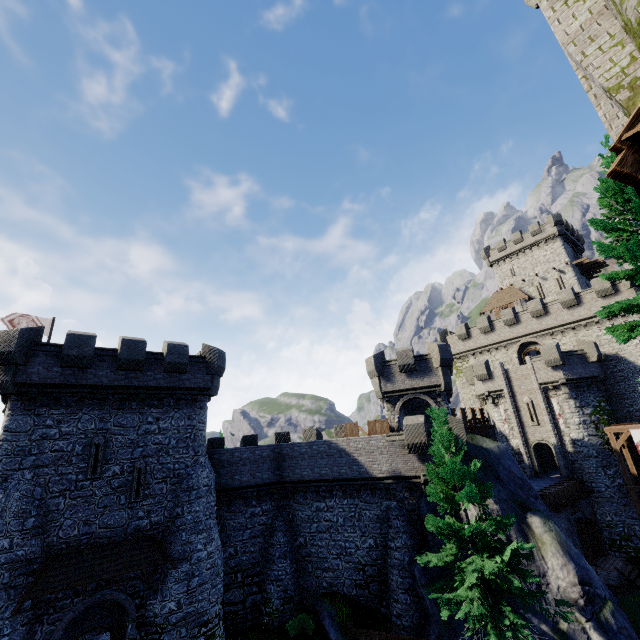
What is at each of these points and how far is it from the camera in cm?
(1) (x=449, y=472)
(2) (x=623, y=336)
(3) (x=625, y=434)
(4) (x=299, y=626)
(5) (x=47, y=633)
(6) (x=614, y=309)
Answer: (1) tree, 1527
(2) tree, 1122
(3) walkway, 2534
(4) bush, 1905
(5) building, 1412
(6) tree, 1181

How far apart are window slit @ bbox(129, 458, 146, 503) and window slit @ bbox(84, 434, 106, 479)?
1.3m

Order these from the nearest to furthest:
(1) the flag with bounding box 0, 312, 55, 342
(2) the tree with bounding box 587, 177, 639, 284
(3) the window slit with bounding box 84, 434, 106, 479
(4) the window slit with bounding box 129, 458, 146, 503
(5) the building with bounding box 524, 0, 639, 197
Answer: (5) the building with bounding box 524, 0, 639, 197
(2) the tree with bounding box 587, 177, 639, 284
(3) the window slit with bounding box 84, 434, 106, 479
(4) the window slit with bounding box 129, 458, 146, 503
(1) the flag with bounding box 0, 312, 55, 342

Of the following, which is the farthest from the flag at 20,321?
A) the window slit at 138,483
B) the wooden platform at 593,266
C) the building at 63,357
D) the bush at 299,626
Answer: the wooden platform at 593,266

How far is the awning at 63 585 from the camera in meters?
14.0 m

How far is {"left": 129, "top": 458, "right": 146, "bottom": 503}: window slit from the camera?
17.45m

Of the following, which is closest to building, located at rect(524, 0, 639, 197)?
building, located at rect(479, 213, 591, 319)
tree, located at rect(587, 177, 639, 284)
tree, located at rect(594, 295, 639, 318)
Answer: tree, located at rect(587, 177, 639, 284)

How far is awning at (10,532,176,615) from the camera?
14.0m
